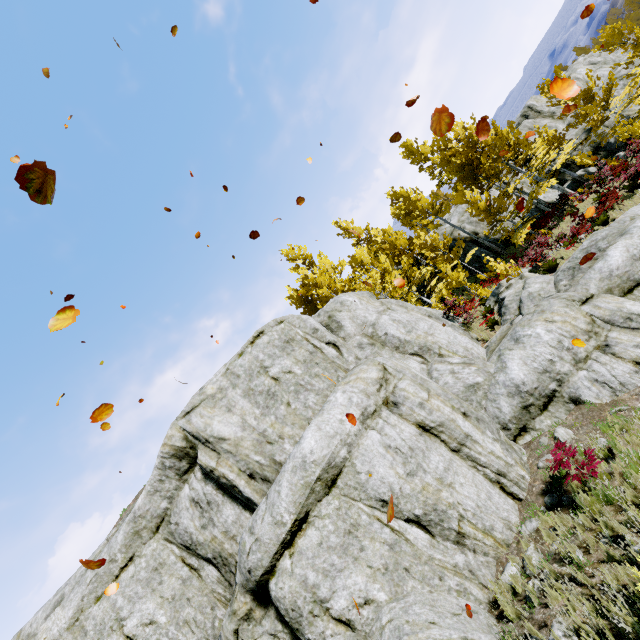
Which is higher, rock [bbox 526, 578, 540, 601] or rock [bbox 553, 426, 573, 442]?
rock [bbox 526, 578, 540, 601]

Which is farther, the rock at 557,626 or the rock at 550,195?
the rock at 550,195

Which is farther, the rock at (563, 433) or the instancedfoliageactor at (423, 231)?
the instancedfoliageactor at (423, 231)

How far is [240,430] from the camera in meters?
8.9

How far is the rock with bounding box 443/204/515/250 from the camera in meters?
24.6

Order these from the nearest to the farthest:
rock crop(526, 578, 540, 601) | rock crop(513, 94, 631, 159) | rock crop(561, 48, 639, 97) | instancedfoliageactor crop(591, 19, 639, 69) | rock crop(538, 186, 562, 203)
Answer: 1. rock crop(526, 578, 540, 601)
2. instancedfoliageactor crop(591, 19, 639, 69)
3. rock crop(513, 94, 631, 159)
4. rock crop(561, 48, 639, 97)
5. rock crop(538, 186, 562, 203)

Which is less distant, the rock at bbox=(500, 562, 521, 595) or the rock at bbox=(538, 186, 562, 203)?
the rock at bbox=(500, 562, 521, 595)
